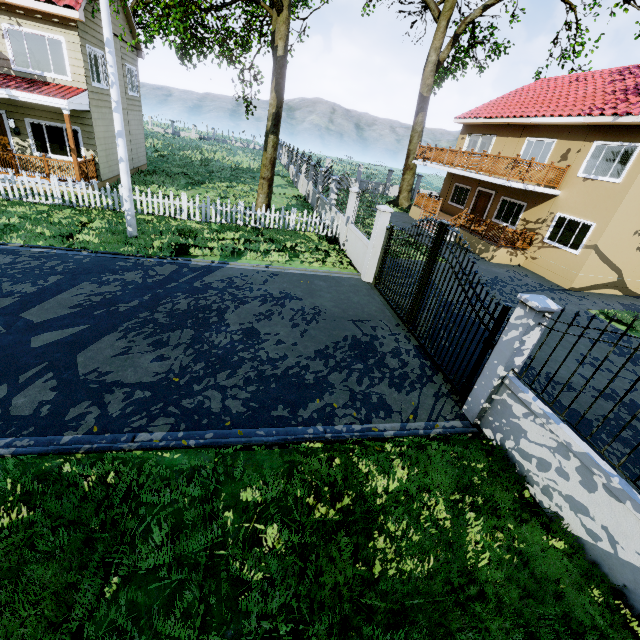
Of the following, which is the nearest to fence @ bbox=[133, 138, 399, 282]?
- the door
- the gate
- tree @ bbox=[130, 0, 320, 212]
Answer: the gate

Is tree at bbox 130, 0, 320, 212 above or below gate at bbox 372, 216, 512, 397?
above

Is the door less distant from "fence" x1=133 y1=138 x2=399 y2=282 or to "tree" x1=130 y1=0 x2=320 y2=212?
"tree" x1=130 y1=0 x2=320 y2=212

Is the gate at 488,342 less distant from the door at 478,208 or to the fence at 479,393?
the fence at 479,393

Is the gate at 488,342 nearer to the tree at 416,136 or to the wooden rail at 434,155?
the tree at 416,136

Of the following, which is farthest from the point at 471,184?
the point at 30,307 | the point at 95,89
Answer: the point at 30,307

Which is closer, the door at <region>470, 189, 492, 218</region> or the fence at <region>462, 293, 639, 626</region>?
the fence at <region>462, 293, 639, 626</region>
